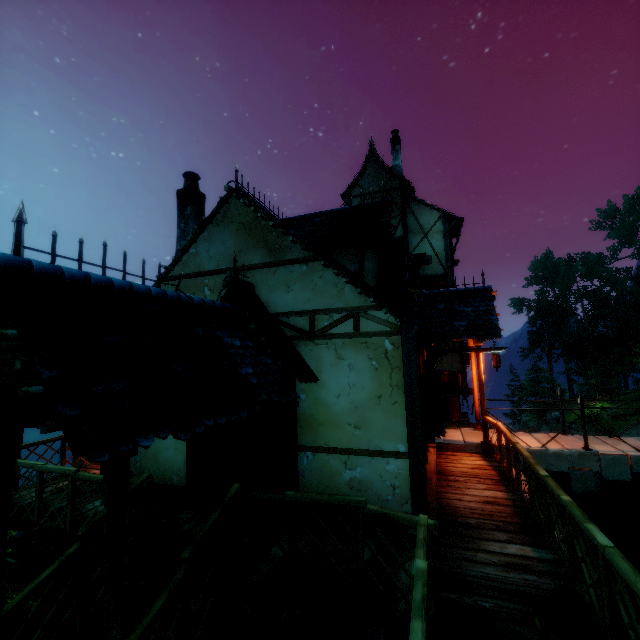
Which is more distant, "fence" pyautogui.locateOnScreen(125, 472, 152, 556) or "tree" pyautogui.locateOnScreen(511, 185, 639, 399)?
"tree" pyautogui.locateOnScreen(511, 185, 639, 399)

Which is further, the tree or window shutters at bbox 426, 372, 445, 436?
the tree

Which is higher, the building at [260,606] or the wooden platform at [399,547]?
the wooden platform at [399,547]

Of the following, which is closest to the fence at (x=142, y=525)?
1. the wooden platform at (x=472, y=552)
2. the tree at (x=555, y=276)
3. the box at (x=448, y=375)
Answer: the wooden platform at (x=472, y=552)

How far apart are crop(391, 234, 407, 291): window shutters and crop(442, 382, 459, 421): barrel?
5.59m

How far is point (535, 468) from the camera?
4.8m

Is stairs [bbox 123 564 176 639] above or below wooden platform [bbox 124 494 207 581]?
below

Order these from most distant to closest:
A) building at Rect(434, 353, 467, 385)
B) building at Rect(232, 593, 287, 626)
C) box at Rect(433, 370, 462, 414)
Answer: building at Rect(434, 353, 467, 385), box at Rect(433, 370, 462, 414), building at Rect(232, 593, 287, 626)
